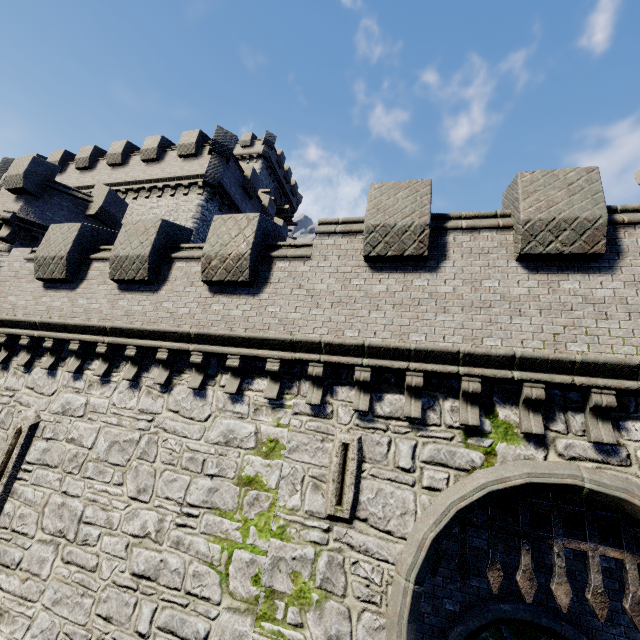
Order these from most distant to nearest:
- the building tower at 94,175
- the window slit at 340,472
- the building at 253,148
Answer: the building at 253,148
the building tower at 94,175
the window slit at 340,472

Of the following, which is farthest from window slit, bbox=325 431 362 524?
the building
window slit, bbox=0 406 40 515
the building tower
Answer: the building

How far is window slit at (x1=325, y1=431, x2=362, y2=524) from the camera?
5.9 meters

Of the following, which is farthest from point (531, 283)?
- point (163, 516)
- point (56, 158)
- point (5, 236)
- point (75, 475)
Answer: point (56, 158)

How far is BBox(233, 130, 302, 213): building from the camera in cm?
3744

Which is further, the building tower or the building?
the building

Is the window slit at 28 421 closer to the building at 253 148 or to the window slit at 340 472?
the window slit at 340 472

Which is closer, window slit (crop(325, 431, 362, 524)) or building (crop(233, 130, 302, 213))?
window slit (crop(325, 431, 362, 524))
